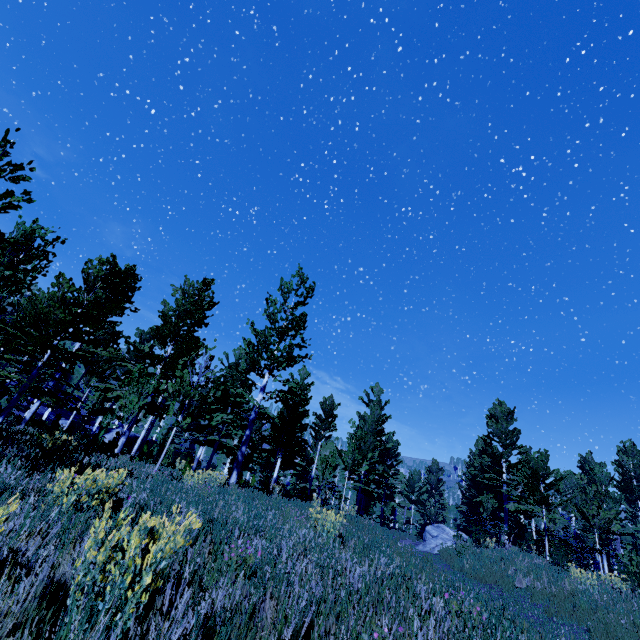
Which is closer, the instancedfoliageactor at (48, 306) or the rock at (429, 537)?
the instancedfoliageactor at (48, 306)

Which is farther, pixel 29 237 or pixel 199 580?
pixel 29 237

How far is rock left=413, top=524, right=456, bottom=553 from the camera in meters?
17.8 m

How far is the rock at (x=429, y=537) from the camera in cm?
1780

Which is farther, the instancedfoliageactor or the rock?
the rock
